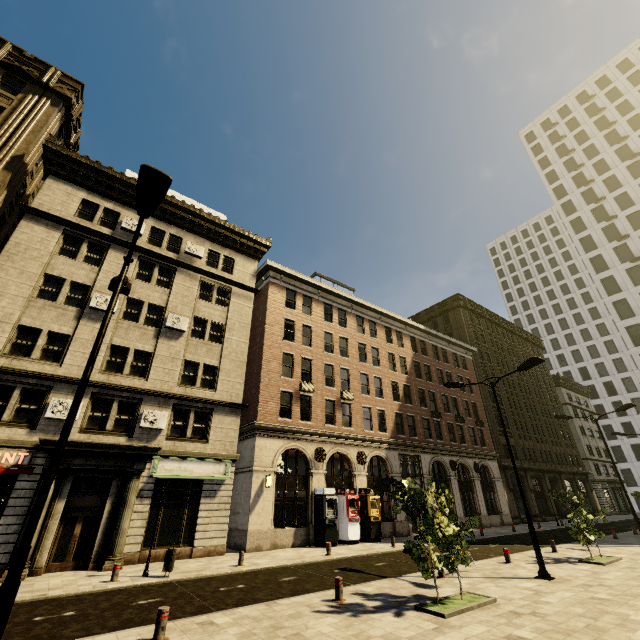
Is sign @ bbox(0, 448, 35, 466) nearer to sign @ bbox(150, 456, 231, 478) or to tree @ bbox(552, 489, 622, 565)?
sign @ bbox(150, 456, 231, 478)

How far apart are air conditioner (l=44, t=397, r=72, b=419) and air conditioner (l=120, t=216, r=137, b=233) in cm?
1102

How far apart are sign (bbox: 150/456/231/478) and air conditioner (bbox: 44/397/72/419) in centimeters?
391cm

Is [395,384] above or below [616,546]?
above

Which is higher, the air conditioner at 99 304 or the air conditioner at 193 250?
the air conditioner at 193 250

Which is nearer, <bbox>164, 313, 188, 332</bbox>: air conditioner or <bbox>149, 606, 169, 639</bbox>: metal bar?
<bbox>149, 606, 169, 639</bbox>: metal bar

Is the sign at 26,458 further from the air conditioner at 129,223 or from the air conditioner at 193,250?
the air conditioner at 193,250

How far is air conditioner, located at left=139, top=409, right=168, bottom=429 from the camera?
17.0 meters
